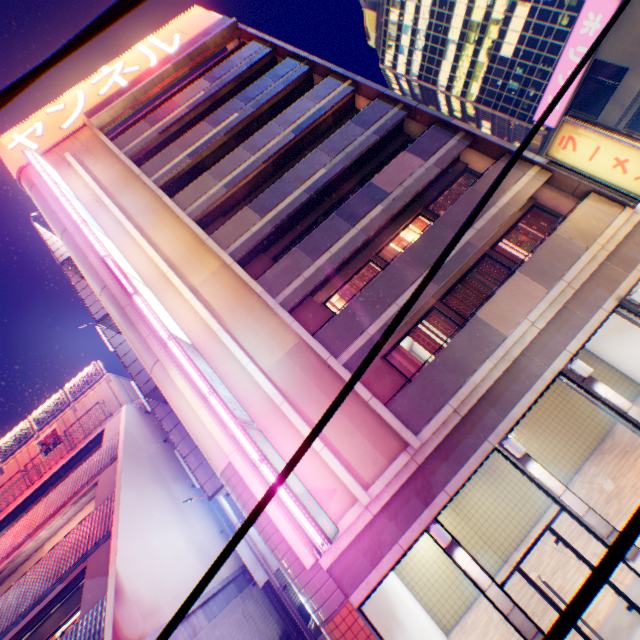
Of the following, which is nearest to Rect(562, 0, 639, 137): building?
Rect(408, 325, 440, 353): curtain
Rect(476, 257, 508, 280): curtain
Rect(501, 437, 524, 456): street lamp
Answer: Rect(476, 257, 508, 280): curtain

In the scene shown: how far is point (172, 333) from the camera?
9.64m

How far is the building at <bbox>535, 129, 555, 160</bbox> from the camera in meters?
19.9

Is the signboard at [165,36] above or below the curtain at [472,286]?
above

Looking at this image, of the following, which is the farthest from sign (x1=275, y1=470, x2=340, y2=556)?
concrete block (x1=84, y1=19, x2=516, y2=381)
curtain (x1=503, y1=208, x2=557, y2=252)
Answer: curtain (x1=503, y1=208, x2=557, y2=252)

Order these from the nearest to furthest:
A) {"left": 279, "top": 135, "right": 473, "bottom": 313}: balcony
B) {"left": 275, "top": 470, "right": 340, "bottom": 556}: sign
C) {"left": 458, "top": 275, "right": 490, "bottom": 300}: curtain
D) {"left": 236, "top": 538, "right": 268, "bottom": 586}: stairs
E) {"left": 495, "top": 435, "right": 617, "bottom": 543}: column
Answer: {"left": 275, "top": 470, "right": 340, "bottom": 556}: sign < {"left": 495, "top": 435, "right": 617, "bottom": 543}: column < {"left": 279, "top": 135, "right": 473, "bottom": 313}: balcony < {"left": 458, "top": 275, "right": 490, "bottom": 300}: curtain < {"left": 236, "top": 538, "right": 268, "bottom": 586}: stairs

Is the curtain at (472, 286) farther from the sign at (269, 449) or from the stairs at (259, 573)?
the stairs at (259, 573)

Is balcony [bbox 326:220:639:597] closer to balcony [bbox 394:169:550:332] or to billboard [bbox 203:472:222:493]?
balcony [bbox 394:169:550:332]
